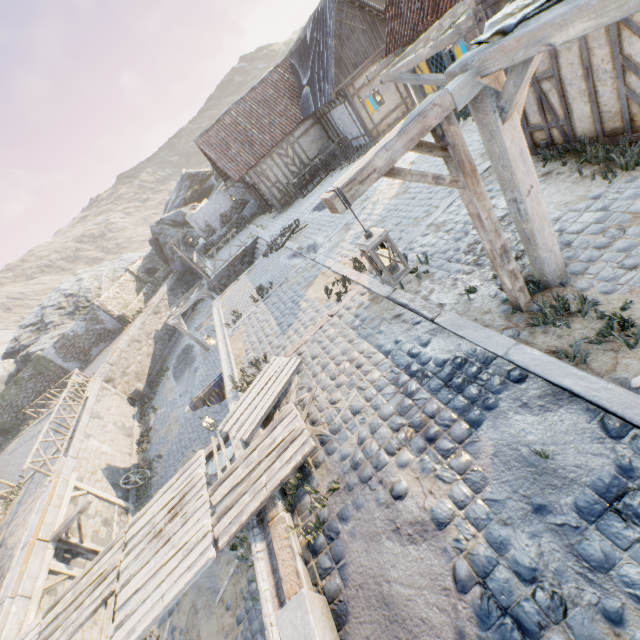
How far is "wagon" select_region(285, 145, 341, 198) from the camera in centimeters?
1786cm

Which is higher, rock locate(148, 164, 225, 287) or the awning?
rock locate(148, 164, 225, 287)

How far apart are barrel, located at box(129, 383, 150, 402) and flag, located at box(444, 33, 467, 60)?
23.5 meters

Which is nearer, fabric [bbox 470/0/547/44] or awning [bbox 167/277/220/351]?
fabric [bbox 470/0/547/44]

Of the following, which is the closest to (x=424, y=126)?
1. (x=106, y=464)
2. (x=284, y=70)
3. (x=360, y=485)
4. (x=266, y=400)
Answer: (x=360, y=485)

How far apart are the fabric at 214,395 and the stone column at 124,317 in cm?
2205

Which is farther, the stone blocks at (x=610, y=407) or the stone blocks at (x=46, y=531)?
the stone blocks at (x=46, y=531)

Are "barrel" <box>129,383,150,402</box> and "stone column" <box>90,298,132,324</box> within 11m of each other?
yes
